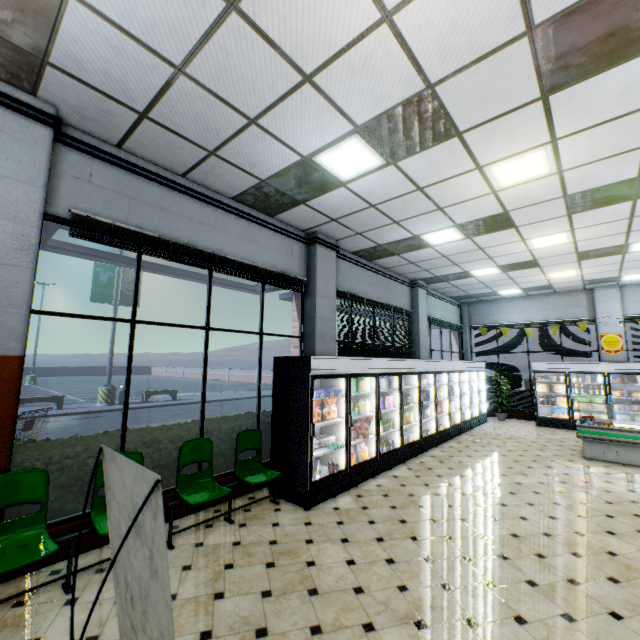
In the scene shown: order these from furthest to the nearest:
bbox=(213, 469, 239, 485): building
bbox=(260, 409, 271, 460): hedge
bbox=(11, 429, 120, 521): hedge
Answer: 1. bbox=(260, 409, 271, 460): hedge
2. bbox=(213, 469, 239, 485): building
3. bbox=(11, 429, 120, 521): hedge

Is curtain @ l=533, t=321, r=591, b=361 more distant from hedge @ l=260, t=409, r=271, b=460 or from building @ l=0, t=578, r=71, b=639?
hedge @ l=260, t=409, r=271, b=460

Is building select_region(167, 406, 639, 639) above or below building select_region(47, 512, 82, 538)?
below

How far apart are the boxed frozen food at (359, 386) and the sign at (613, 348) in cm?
1008

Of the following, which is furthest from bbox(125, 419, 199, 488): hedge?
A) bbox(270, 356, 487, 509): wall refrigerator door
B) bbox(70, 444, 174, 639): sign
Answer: bbox(70, 444, 174, 639): sign

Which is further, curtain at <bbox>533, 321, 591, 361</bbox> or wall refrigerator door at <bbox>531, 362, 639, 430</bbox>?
curtain at <bbox>533, 321, 591, 361</bbox>

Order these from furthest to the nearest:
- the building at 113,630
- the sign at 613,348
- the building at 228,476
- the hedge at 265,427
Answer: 1. the sign at 613,348
2. the hedge at 265,427
3. the building at 228,476
4. the building at 113,630

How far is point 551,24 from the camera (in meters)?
2.67
